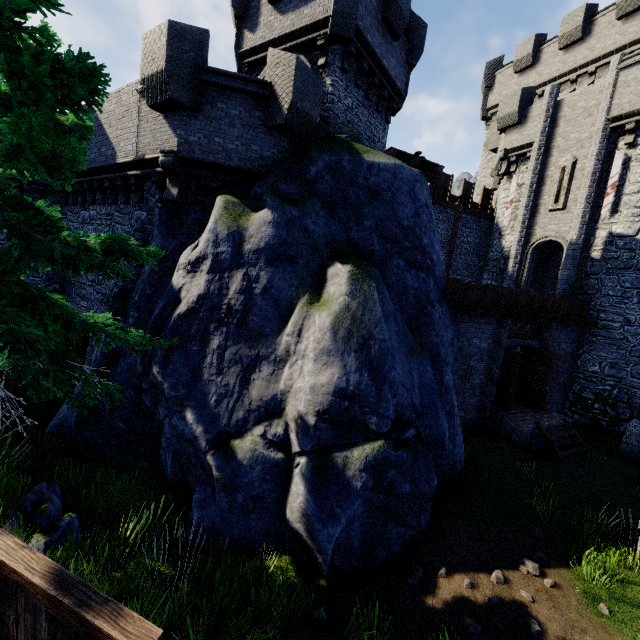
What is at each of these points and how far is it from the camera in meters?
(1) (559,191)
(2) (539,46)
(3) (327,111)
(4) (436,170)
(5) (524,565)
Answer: (1) window slit, 16.8 m
(2) building tower, 22.1 m
(3) building tower, 11.9 m
(4) walkway, 14.5 m
(5) instancedfoliageactor, 6.5 m

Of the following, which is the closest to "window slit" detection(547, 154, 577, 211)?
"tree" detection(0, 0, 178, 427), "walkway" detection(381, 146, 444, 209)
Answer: "walkway" detection(381, 146, 444, 209)

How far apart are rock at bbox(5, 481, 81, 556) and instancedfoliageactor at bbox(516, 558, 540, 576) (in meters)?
8.27

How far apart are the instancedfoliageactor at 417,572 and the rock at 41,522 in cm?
590

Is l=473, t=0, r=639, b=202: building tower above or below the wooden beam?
above

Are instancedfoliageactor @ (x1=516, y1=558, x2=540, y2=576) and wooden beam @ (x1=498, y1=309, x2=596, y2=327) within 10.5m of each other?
yes

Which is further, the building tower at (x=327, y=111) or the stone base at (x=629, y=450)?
the stone base at (x=629, y=450)

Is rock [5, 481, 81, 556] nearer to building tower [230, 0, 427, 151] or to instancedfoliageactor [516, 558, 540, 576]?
instancedfoliageactor [516, 558, 540, 576]
